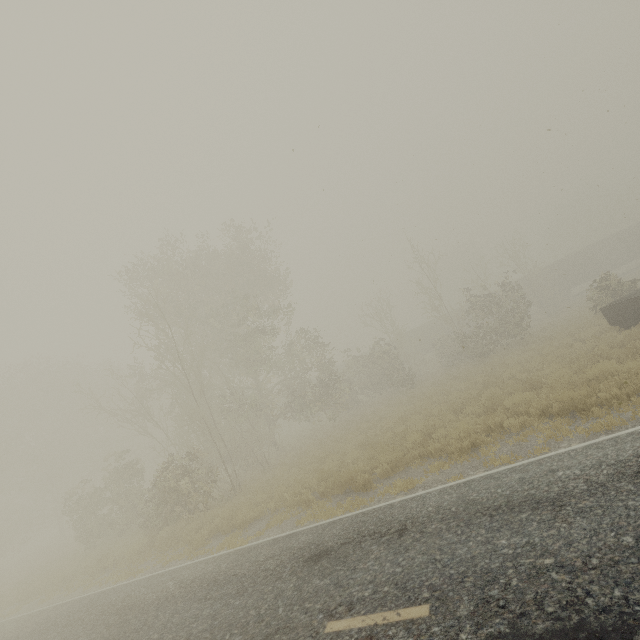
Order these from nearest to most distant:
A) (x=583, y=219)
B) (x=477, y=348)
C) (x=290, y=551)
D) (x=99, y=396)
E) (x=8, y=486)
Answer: (x=290, y=551), (x=477, y=348), (x=8, y=486), (x=99, y=396), (x=583, y=219)

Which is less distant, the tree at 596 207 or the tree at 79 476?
the tree at 79 476

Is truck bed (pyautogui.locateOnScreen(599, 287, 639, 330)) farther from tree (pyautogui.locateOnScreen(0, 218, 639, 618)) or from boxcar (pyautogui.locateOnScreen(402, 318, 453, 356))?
boxcar (pyautogui.locateOnScreen(402, 318, 453, 356))

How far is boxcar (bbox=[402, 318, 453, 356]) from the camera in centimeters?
4309cm

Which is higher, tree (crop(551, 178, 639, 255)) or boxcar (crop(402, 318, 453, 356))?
tree (crop(551, 178, 639, 255))

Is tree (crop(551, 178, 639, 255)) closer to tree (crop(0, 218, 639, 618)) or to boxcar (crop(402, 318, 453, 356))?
boxcar (crop(402, 318, 453, 356))

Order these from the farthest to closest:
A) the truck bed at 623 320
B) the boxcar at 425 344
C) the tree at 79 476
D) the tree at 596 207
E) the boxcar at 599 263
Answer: the tree at 596 207
the boxcar at 425 344
the boxcar at 599 263
the truck bed at 623 320
the tree at 79 476

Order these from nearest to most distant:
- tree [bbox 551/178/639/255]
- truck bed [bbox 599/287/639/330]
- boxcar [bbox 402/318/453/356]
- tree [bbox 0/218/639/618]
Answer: tree [bbox 0/218/639/618] → truck bed [bbox 599/287/639/330] → boxcar [bbox 402/318/453/356] → tree [bbox 551/178/639/255]
